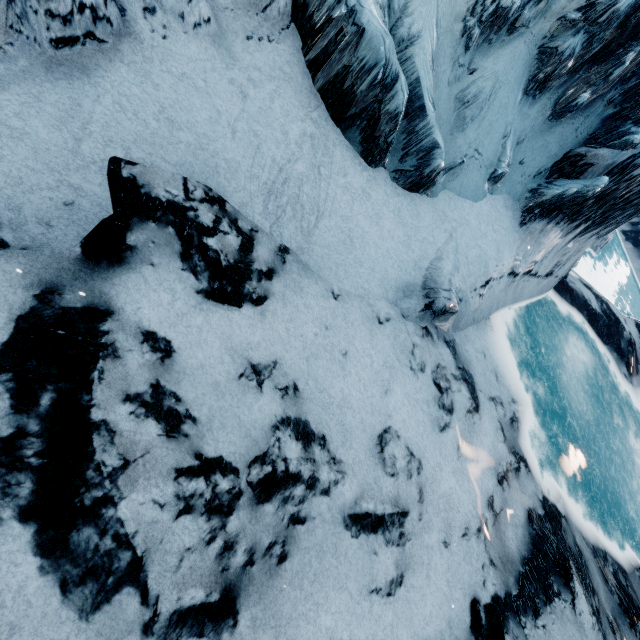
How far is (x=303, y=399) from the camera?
5.2 meters
